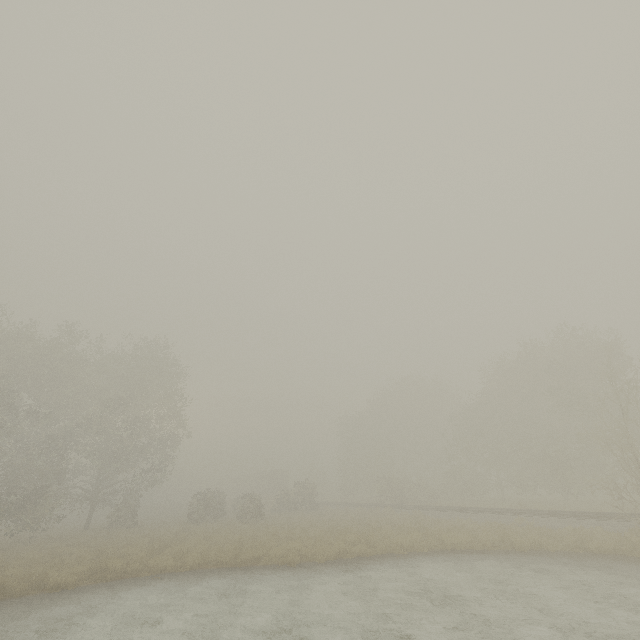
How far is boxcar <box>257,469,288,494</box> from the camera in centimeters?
5516cm

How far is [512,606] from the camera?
9.2 meters

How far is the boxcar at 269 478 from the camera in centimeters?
5516cm
